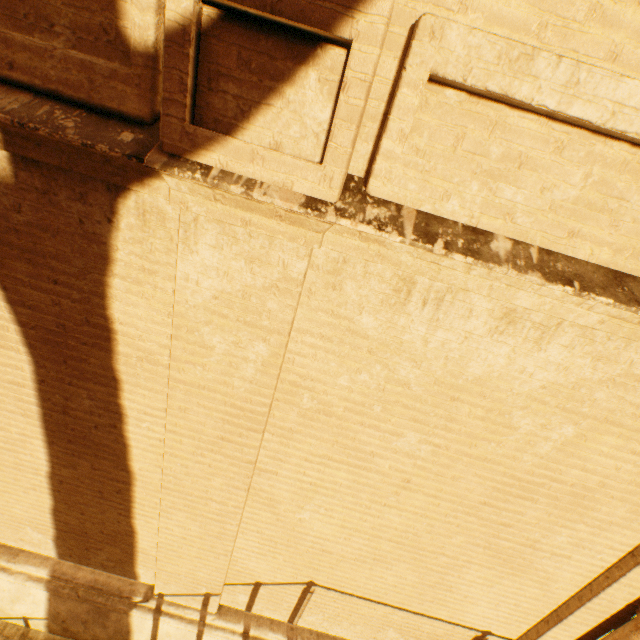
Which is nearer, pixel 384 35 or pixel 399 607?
pixel 384 35
